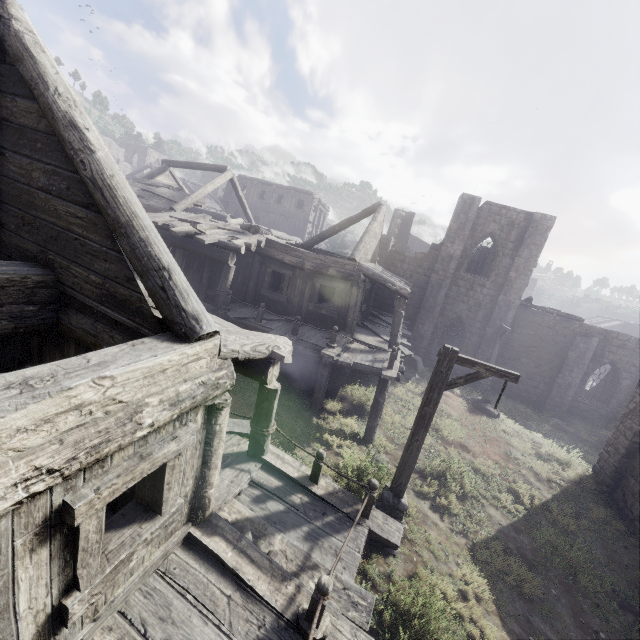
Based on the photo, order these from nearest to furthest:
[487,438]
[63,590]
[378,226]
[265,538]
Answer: [63,590] → [265,538] → [487,438] → [378,226]
